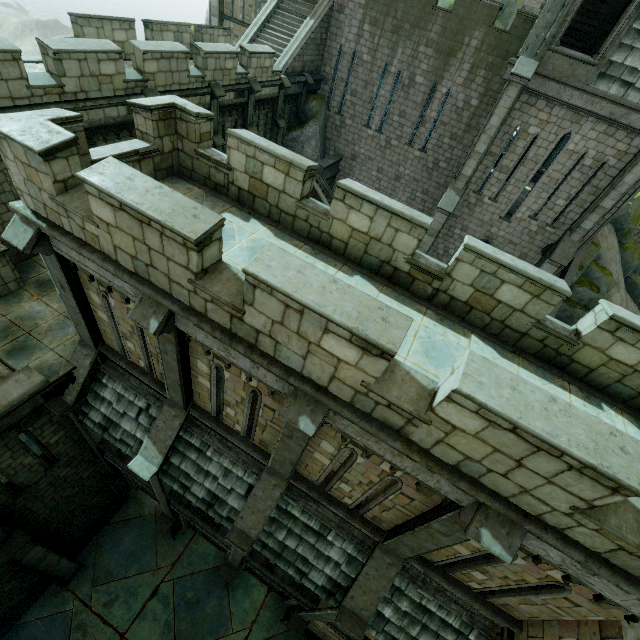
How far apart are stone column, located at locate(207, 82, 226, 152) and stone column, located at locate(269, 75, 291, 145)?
5.0m

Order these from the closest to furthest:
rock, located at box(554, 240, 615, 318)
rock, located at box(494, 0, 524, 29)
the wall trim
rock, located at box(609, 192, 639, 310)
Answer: the wall trim, rock, located at box(554, 240, 615, 318), rock, located at box(609, 192, 639, 310), rock, located at box(494, 0, 524, 29)

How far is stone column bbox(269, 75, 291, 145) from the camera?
18.1m

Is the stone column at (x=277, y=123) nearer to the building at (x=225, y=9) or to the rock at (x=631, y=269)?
the building at (x=225, y=9)

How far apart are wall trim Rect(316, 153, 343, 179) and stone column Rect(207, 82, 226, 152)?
7.3 meters

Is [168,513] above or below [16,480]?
below

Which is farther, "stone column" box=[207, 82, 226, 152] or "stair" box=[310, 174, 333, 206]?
"stair" box=[310, 174, 333, 206]

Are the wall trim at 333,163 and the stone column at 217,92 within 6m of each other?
no
